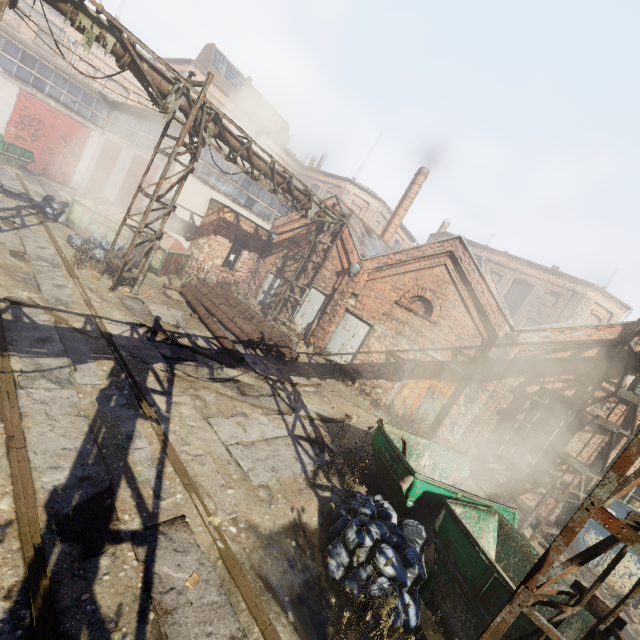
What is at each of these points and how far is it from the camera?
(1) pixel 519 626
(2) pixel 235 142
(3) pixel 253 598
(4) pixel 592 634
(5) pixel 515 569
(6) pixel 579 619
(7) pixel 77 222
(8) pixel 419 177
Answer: (1) container, 4.3 meters
(2) pipe, 10.7 meters
(3) track, 3.8 meters
(4) scaffolding, 3.4 meters
(5) container, 5.9 meters
(6) container, 5.0 meters
(7) trash container, 13.5 meters
(8) building, 21.5 meters

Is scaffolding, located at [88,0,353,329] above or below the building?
below

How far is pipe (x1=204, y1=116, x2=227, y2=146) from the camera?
9.9 meters

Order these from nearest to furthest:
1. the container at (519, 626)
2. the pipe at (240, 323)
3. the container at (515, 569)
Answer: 1. the container at (519, 626)
2. the container at (515, 569)
3. the pipe at (240, 323)

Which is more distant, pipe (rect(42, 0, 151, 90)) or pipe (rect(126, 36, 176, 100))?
pipe (rect(126, 36, 176, 100))

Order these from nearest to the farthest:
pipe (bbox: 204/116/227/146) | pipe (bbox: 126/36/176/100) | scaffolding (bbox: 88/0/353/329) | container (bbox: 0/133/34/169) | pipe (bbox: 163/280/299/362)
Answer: pipe (bbox: 126/36/176/100)
scaffolding (bbox: 88/0/353/329)
pipe (bbox: 204/116/227/146)
pipe (bbox: 163/280/299/362)
container (bbox: 0/133/34/169)

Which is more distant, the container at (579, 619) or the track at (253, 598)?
the container at (579, 619)

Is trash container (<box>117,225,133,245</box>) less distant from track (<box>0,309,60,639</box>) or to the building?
track (<box>0,309,60,639</box>)
